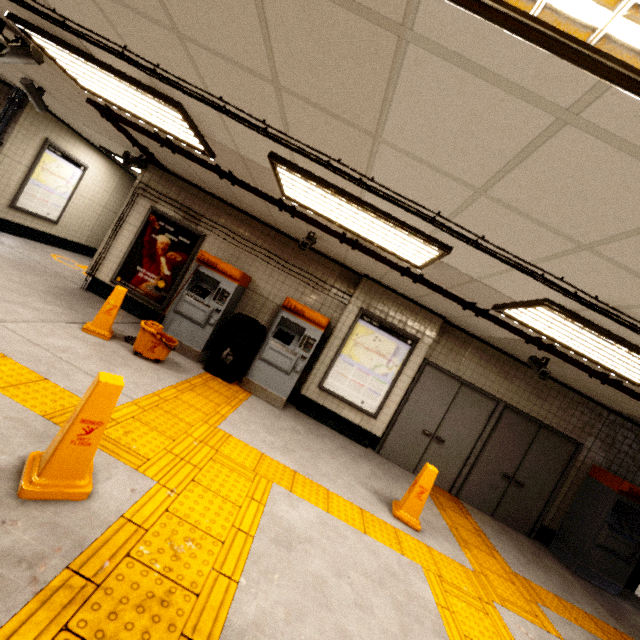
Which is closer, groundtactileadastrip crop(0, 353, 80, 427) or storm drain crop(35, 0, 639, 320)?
storm drain crop(35, 0, 639, 320)

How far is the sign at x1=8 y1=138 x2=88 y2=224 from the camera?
7.4m

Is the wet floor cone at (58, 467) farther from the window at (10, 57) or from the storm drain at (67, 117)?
the window at (10, 57)

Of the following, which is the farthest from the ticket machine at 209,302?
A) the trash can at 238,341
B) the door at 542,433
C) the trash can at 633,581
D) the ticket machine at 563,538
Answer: the trash can at 633,581

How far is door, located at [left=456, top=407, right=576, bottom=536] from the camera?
6.3 meters

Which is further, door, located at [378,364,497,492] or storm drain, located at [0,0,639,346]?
door, located at [378,364,497,492]

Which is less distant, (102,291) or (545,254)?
(545,254)

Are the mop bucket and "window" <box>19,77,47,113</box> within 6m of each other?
yes
